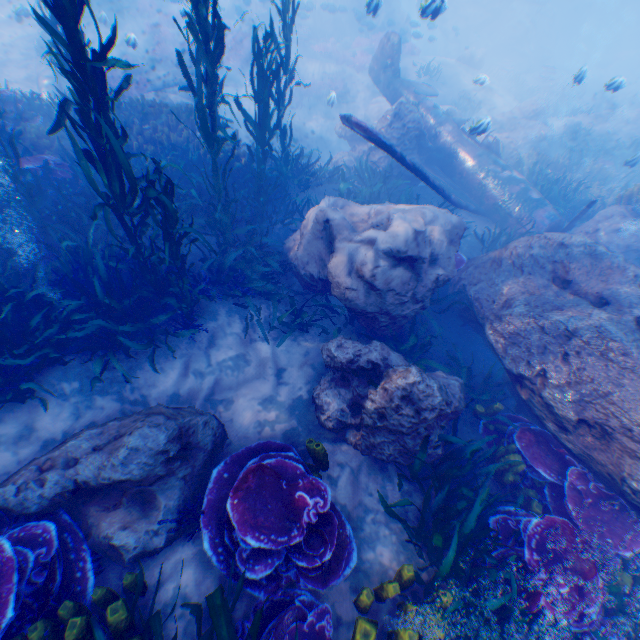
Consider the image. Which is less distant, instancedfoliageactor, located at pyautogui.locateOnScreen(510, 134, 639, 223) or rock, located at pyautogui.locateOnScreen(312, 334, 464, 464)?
rock, located at pyautogui.locateOnScreen(312, 334, 464, 464)

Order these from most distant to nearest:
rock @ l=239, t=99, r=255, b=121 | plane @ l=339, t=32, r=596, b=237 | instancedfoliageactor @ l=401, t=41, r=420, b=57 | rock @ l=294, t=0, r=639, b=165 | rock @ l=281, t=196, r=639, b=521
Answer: instancedfoliageactor @ l=401, t=41, r=420, b=57, rock @ l=239, t=99, r=255, b=121, rock @ l=294, t=0, r=639, b=165, plane @ l=339, t=32, r=596, b=237, rock @ l=281, t=196, r=639, b=521

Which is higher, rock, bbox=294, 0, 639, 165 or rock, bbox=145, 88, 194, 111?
rock, bbox=294, 0, 639, 165

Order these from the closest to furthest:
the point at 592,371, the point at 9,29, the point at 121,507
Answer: the point at 121,507 < the point at 592,371 < the point at 9,29

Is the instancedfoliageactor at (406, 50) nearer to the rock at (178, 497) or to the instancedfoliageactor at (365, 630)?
the rock at (178, 497)

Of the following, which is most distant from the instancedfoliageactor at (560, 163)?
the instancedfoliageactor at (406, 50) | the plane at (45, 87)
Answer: the instancedfoliageactor at (406, 50)

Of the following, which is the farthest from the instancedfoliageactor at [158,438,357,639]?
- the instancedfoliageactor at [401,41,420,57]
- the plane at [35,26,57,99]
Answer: the instancedfoliageactor at [401,41,420,57]

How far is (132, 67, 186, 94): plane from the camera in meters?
14.8 m
